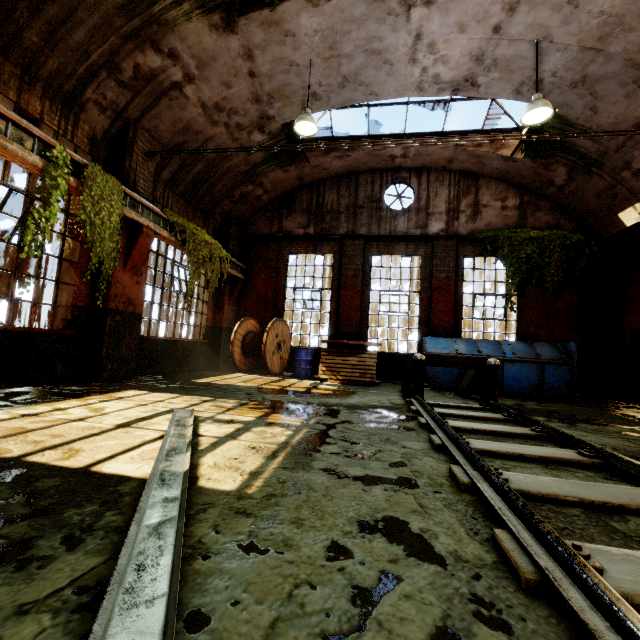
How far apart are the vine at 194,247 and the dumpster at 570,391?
6.5 meters

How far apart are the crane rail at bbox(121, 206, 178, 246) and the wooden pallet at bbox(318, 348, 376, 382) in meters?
4.8

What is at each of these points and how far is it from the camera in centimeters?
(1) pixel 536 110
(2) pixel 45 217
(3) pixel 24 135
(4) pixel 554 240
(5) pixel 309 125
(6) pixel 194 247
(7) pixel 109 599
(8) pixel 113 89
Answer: (1) hanging light, 626cm
(2) vine, 478cm
(3) beam, 459cm
(4) vine, 1033cm
(5) hanging light, 710cm
(6) vine, 855cm
(7) beam, 108cm
(8) building, 621cm

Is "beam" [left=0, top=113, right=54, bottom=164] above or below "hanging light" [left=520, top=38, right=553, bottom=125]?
below

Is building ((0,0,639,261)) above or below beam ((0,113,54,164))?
above

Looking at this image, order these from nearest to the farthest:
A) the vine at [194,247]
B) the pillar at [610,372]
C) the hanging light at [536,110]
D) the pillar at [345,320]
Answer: the hanging light at [536,110] < the vine at [194,247] < the pillar at [610,372] < the pillar at [345,320]

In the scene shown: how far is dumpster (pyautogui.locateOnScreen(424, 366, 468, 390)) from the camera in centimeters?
898cm

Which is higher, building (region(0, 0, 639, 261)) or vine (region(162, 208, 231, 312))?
building (region(0, 0, 639, 261))
